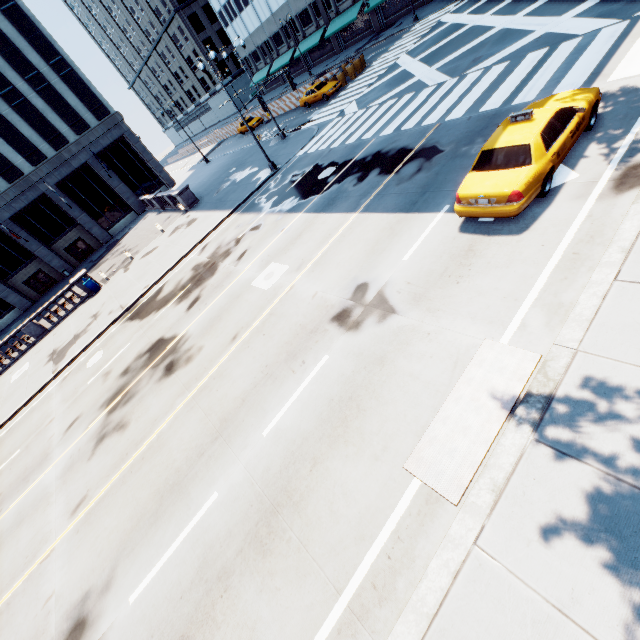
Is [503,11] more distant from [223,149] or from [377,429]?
[223,149]

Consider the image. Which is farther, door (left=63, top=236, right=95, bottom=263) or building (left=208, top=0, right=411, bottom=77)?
building (left=208, top=0, right=411, bottom=77)

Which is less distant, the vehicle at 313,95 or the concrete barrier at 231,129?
the vehicle at 313,95

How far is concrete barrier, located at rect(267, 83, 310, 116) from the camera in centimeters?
3694cm

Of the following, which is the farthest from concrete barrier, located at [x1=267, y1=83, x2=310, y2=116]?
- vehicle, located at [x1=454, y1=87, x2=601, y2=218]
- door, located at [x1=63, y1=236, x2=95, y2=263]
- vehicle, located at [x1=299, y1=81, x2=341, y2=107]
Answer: vehicle, located at [x1=454, y1=87, x2=601, y2=218]

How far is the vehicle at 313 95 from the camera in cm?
2997

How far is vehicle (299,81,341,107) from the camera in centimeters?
2997cm

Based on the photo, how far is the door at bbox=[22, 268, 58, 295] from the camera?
38.4m
